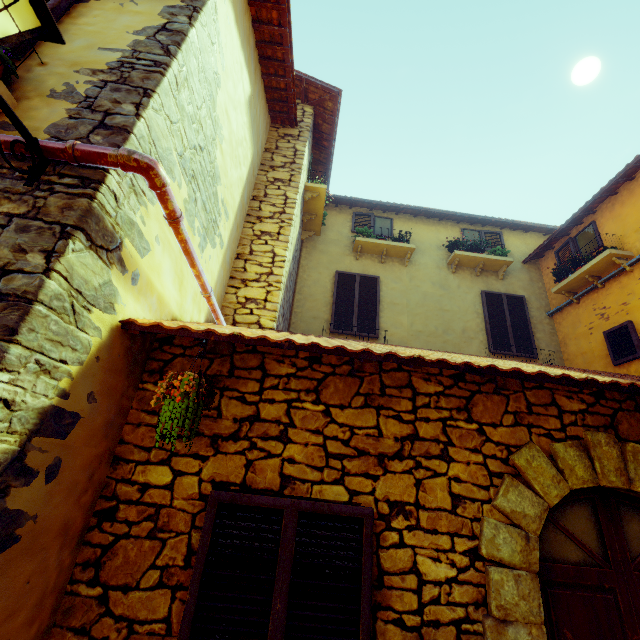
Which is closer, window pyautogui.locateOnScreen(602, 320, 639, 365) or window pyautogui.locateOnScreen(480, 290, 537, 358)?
window pyautogui.locateOnScreen(602, 320, 639, 365)

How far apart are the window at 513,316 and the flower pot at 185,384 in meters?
7.0 m

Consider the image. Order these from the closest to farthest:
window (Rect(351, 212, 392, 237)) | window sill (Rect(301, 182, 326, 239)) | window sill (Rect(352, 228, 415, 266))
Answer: window sill (Rect(301, 182, 326, 239)), window sill (Rect(352, 228, 415, 266)), window (Rect(351, 212, 392, 237))

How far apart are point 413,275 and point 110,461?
7.4 meters

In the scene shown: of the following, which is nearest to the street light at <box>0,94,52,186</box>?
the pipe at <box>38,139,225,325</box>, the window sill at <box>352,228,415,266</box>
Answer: the pipe at <box>38,139,225,325</box>

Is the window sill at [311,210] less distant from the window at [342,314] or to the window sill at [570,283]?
the window at [342,314]

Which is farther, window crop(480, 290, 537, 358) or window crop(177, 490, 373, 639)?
window crop(480, 290, 537, 358)

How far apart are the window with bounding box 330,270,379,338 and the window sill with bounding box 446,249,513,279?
1.9m
